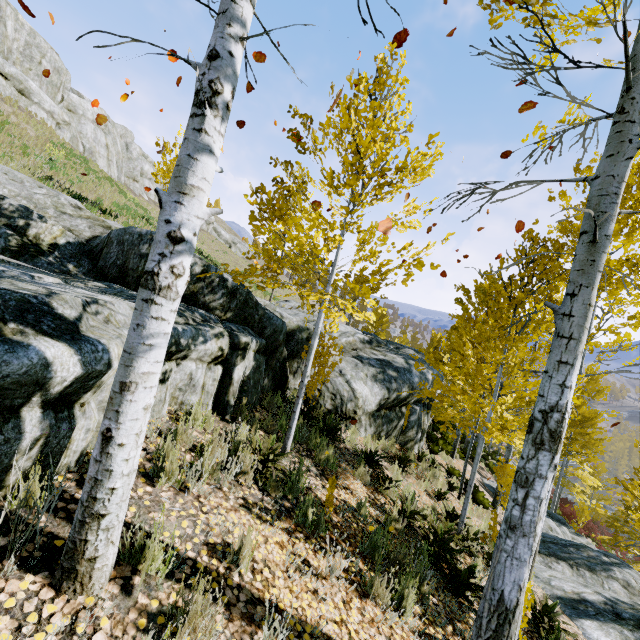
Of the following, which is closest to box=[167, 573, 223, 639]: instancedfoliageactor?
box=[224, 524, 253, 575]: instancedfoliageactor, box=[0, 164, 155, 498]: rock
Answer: box=[0, 164, 155, 498]: rock

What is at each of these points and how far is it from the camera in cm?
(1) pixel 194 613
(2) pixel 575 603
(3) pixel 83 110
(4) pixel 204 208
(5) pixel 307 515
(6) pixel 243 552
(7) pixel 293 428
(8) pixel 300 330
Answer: (1) instancedfoliageactor, 205
(2) rock, 761
(3) rock, 2516
(4) instancedfoliageactor, 205
(5) instancedfoliageactor, 383
(6) instancedfoliageactor, 280
(7) instancedfoliageactor, 510
(8) rock, 805

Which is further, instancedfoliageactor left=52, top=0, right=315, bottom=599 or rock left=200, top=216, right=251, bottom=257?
rock left=200, top=216, right=251, bottom=257

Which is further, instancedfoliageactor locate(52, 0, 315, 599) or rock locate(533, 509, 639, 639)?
rock locate(533, 509, 639, 639)

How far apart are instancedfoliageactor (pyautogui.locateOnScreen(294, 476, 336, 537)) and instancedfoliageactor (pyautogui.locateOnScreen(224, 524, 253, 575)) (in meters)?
1.00

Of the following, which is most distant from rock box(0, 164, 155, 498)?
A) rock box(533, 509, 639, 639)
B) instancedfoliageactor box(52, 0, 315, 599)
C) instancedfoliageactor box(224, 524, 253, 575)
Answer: rock box(533, 509, 639, 639)

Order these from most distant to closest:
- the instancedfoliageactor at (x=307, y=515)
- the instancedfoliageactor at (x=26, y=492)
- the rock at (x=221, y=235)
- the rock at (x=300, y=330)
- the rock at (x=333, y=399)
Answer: the rock at (x=221, y=235)
the rock at (x=333, y=399)
the rock at (x=300, y=330)
the instancedfoliageactor at (x=307, y=515)
the instancedfoliageactor at (x=26, y=492)

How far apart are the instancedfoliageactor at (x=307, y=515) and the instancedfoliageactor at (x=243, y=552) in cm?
100
